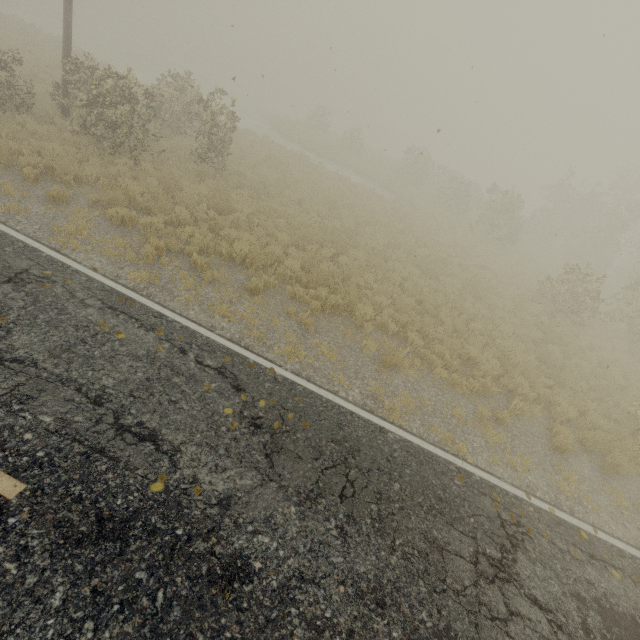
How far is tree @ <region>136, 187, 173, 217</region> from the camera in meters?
9.7

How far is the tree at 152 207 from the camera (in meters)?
9.69

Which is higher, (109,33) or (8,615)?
(8,615)
